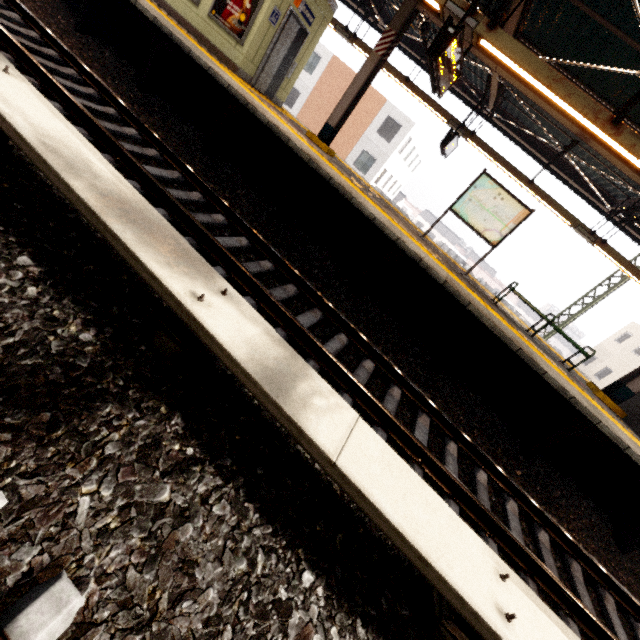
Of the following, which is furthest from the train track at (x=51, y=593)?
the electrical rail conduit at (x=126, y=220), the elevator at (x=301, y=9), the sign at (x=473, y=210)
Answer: the sign at (x=473, y=210)

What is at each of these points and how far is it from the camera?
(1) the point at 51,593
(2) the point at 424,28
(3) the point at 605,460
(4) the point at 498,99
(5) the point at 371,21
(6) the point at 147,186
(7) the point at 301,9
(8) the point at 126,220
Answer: (1) train track, 1.2 meters
(2) loudspeaker, 7.4 meters
(3) platform underside, 5.4 meters
(4) awning structure, 8.6 meters
(5) awning structure, 11.6 meters
(6) train track, 3.9 meters
(7) elevator, 8.2 meters
(8) electrical rail conduit, 2.1 meters

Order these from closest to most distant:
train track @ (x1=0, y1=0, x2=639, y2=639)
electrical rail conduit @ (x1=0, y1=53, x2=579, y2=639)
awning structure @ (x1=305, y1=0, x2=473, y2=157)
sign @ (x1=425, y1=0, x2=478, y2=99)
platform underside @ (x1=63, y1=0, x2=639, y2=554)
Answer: electrical rail conduit @ (x1=0, y1=53, x2=579, y2=639)
train track @ (x1=0, y1=0, x2=639, y2=639)
sign @ (x1=425, y1=0, x2=478, y2=99)
platform underside @ (x1=63, y1=0, x2=639, y2=554)
awning structure @ (x1=305, y1=0, x2=473, y2=157)

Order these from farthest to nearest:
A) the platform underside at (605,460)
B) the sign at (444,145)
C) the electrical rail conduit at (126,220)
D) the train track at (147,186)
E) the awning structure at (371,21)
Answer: the sign at (444,145)
the awning structure at (371,21)
the platform underside at (605,460)
the train track at (147,186)
the electrical rail conduit at (126,220)

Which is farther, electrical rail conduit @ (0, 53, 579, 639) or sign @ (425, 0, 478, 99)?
sign @ (425, 0, 478, 99)

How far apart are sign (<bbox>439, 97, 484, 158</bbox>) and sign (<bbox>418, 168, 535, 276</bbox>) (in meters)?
2.28

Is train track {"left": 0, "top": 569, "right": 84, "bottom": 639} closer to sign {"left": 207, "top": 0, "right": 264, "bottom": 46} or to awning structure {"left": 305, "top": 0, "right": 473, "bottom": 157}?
awning structure {"left": 305, "top": 0, "right": 473, "bottom": 157}

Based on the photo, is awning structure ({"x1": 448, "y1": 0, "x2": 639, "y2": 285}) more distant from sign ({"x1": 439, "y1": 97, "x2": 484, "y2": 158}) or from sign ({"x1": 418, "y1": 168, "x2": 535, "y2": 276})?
sign ({"x1": 418, "y1": 168, "x2": 535, "y2": 276})
